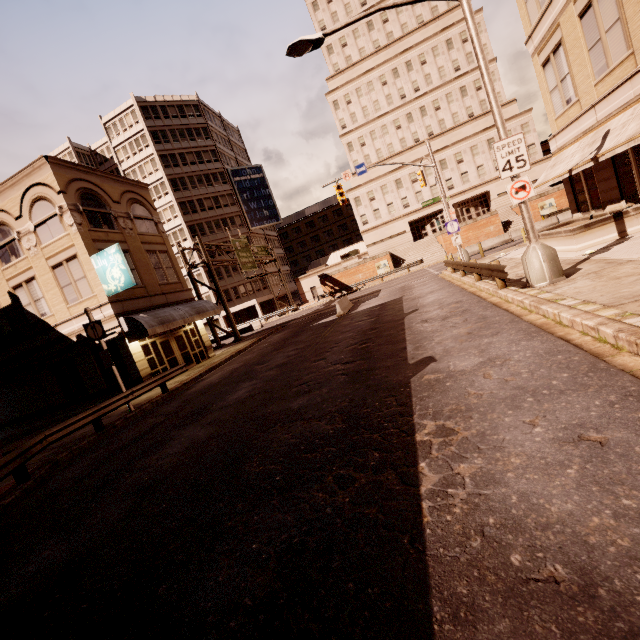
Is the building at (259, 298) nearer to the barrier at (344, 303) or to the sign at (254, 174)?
the sign at (254, 174)

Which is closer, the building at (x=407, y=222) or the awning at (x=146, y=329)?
the awning at (x=146, y=329)

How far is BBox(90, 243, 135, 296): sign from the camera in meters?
16.8

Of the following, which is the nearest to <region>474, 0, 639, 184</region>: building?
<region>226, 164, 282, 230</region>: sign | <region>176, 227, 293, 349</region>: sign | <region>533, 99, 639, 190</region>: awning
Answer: <region>226, 164, 282, 230</region>: sign

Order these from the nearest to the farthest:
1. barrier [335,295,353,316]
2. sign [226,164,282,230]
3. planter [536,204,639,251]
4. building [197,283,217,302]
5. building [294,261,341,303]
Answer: planter [536,204,639,251] < barrier [335,295,353,316] < building [197,283,217,302] < sign [226,164,282,230] < building [294,261,341,303]

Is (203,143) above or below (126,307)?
above

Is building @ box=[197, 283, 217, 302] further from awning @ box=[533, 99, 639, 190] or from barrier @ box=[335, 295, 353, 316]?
awning @ box=[533, 99, 639, 190]

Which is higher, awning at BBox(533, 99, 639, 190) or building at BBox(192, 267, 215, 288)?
building at BBox(192, 267, 215, 288)
